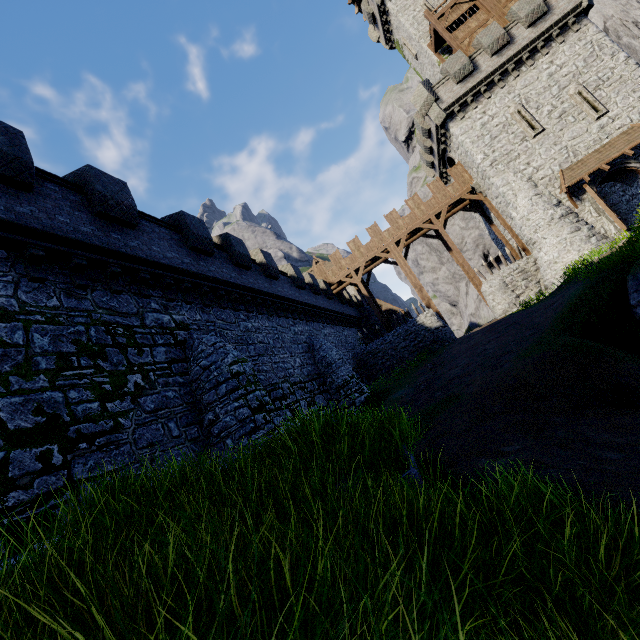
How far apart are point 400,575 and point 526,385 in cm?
804

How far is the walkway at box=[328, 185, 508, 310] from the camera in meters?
25.7 m

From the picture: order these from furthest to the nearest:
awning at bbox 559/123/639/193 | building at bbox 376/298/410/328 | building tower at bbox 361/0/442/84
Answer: building at bbox 376/298/410/328 < building tower at bbox 361/0/442/84 < awning at bbox 559/123/639/193

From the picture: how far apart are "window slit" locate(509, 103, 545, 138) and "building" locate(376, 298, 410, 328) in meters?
19.2 m

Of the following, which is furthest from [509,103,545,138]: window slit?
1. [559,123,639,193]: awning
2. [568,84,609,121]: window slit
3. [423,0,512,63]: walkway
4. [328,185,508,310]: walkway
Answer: [328,185,508,310]: walkway

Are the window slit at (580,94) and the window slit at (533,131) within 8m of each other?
yes

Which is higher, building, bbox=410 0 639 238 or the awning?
building, bbox=410 0 639 238

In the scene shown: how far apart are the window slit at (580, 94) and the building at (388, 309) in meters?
21.3 m
